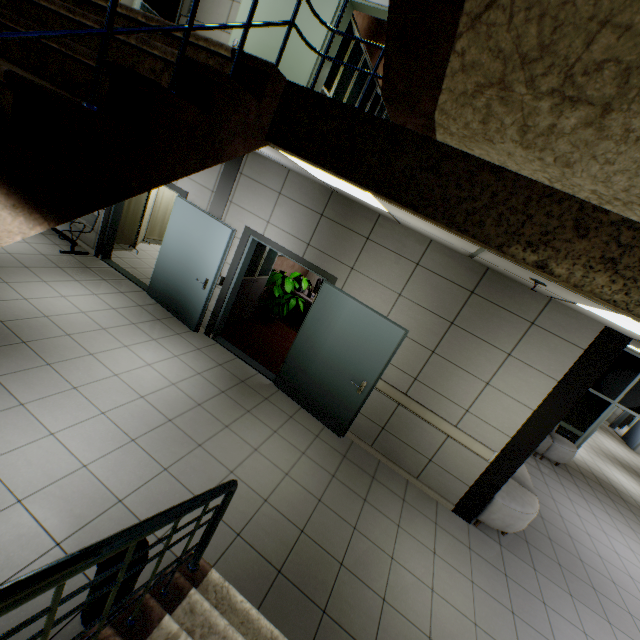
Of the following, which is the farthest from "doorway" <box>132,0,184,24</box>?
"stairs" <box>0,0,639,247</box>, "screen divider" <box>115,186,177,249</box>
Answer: "screen divider" <box>115,186,177,249</box>

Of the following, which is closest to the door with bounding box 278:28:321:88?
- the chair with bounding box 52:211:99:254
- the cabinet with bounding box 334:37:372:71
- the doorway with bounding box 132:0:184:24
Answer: the cabinet with bounding box 334:37:372:71

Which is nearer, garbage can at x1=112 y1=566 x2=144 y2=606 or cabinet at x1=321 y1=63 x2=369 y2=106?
garbage can at x1=112 y1=566 x2=144 y2=606

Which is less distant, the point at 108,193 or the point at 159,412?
the point at 108,193

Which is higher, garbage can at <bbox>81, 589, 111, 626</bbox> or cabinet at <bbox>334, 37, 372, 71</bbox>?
cabinet at <bbox>334, 37, 372, 71</bbox>

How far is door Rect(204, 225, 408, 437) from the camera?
4.7 meters

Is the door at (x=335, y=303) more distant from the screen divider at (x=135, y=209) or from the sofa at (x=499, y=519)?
the sofa at (x=499, y=519)

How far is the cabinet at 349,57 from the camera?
5.1m
